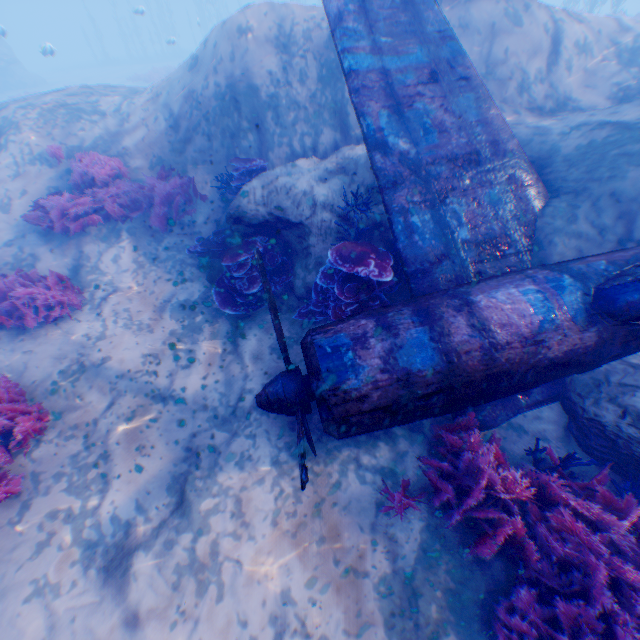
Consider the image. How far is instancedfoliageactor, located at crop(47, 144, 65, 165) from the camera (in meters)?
7.56

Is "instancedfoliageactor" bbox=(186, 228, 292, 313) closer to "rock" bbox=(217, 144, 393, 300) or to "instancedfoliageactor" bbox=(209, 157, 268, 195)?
"rock" bbox=(217, 144, 393, 300)

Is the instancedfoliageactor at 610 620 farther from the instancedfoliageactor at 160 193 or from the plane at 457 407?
the instancedfoliageactor at 160 193

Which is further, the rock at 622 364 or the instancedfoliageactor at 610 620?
the rock at 622 364

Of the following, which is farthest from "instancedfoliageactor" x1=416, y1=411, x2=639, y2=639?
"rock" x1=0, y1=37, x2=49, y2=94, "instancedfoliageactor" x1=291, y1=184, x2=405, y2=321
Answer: "instancedfoliageactor" x1=291, y1=184, x2=405, y2=321

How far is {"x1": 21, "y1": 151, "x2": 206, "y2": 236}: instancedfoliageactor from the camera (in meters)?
6.82

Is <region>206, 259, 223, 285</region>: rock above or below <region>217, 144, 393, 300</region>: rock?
below

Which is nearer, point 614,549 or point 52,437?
point 614,549
